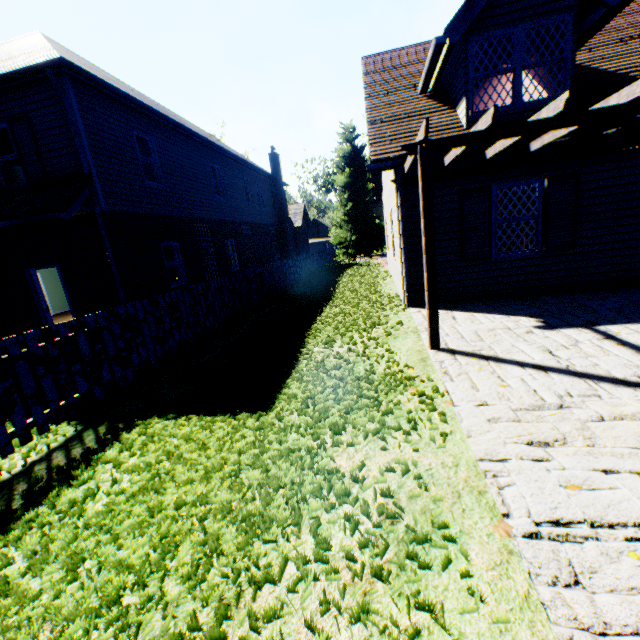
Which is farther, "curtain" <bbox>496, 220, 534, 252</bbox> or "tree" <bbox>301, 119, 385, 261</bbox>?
"tree" <bbox>301, 119, 385, 261</bbox>

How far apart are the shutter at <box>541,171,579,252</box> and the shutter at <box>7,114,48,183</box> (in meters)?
12.45

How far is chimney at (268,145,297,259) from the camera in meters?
24.0

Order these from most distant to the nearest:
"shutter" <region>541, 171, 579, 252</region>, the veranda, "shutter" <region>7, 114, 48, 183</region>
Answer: "shutter" <region>7, 114, 48, 183</region>, "shutter" <region>541, 171, 579, 252</region>, the veranda

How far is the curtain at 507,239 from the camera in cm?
746

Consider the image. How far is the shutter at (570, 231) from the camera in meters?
6.9 m

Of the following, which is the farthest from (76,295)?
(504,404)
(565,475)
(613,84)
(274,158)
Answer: (274,158)

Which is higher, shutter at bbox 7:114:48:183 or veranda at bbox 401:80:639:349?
shutter at bbox 7:114:48:183
